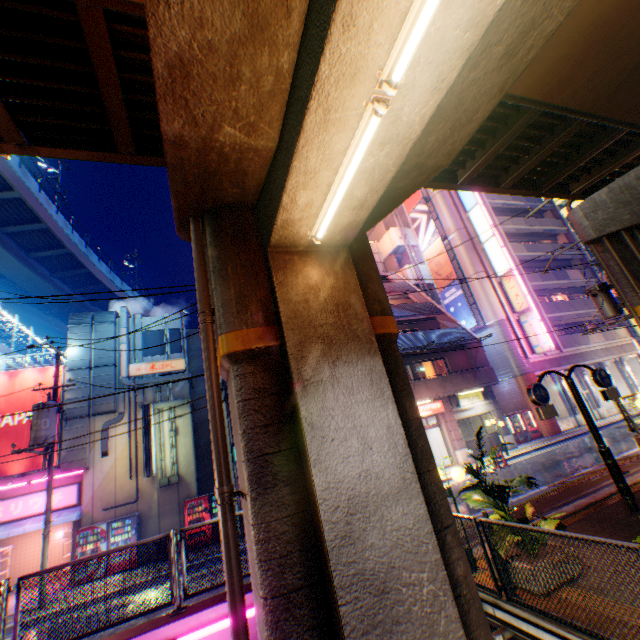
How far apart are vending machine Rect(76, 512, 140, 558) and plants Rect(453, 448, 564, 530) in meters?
14.8

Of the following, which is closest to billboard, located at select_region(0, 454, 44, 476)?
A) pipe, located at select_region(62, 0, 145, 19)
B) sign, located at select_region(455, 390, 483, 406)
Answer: pipe, located at select_region(62, 0, 145, 19)

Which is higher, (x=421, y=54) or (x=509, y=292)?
(x=509, y=292)

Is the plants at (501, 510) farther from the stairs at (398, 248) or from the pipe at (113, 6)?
the stairs at (398, 248)

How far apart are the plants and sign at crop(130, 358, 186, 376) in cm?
1595

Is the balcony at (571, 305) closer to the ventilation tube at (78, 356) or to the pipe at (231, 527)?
the pipe at (231, 527)

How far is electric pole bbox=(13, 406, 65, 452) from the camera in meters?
12.0

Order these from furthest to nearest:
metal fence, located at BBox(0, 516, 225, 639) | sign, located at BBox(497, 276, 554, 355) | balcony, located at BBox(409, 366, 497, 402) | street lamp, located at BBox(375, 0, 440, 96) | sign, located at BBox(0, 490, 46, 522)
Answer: sign, located at BBox(497, 276, 554, 355) < balcony, located at BBox(409, 366, 497, 402) < sign, located at BBox(0, 490, 46, 522) < metal fence, located at BBox(0, 516, 225, 639) < street lamp, located at BBox(375, 0, 440, 96)
